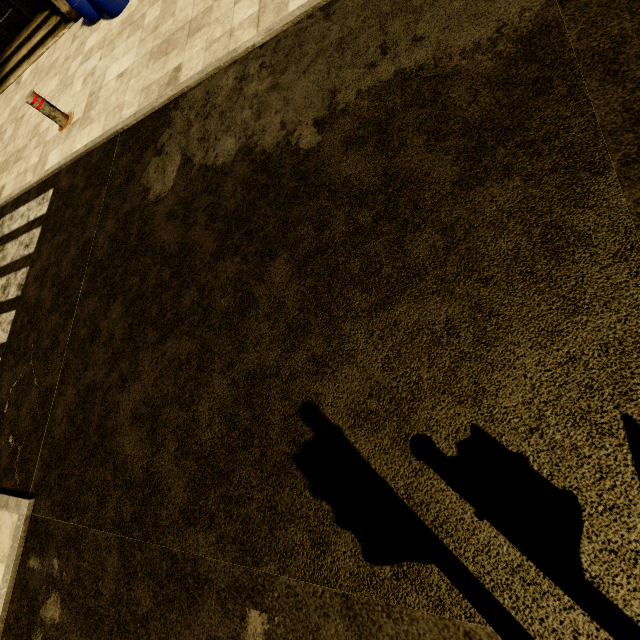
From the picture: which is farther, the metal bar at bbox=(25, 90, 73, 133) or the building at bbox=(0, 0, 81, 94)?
the building at bbox=(0, 0, 81, 94)

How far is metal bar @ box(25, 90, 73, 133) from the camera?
5.3m

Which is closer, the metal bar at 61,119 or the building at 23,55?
the metal bar at 61,119

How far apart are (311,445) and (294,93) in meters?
3.1 m

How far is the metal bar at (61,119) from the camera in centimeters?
527cm
